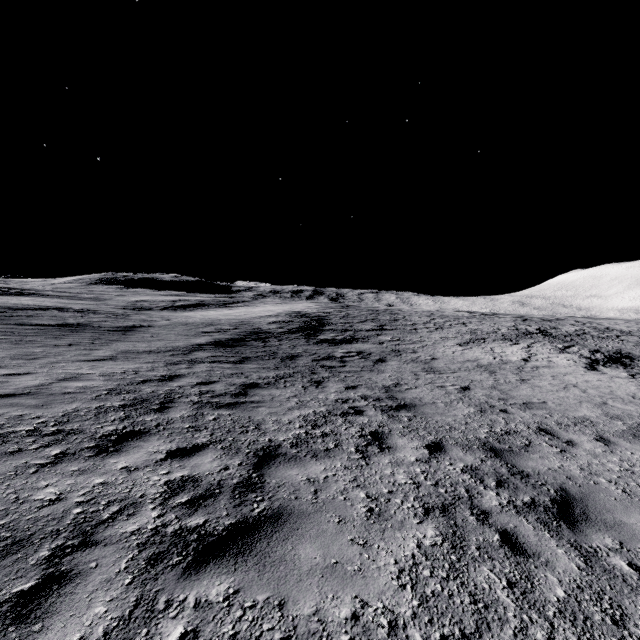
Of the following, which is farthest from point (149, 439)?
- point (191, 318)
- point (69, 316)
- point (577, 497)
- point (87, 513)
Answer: point (191, 318)
